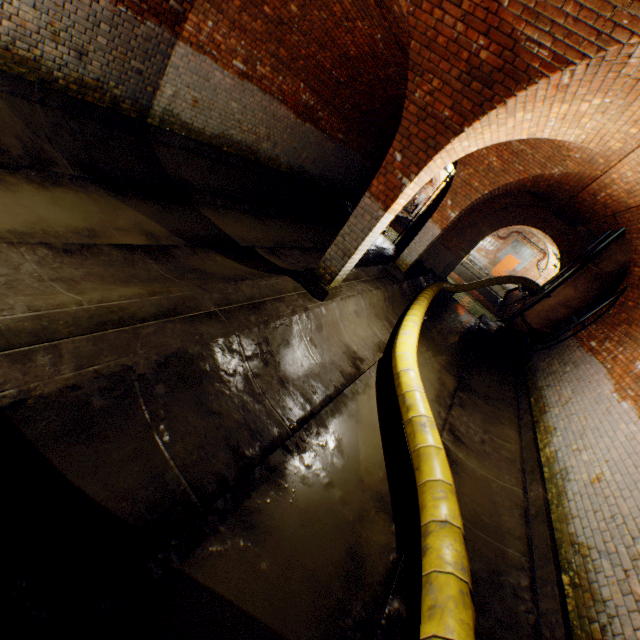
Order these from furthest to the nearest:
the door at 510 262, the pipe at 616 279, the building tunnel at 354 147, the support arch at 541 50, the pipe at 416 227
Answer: the door at 510 262, the pipe at 416 227, the pipe at 616 279, the support arch at 541 50, the building tunnel at 354 147

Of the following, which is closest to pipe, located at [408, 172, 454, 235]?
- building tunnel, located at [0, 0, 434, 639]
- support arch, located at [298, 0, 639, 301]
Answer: building tunnel, located at [0, 0, 434, 639]

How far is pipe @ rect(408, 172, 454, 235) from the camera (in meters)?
16.83

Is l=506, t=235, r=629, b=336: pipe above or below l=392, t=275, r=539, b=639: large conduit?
above

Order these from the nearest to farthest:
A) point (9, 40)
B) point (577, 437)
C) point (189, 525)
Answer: point (189, 525), point (9, 40), point (577, 437)

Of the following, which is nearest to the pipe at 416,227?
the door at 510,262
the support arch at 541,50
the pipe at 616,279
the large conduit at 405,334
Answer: the large conduit at 405,334

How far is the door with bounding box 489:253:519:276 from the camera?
25.2 meters

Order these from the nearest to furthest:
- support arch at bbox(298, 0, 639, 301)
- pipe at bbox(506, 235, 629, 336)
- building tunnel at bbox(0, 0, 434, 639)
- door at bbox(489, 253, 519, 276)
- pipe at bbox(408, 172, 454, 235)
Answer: building tunnel at bbox(0, 0, 434, 639), support arch at bbox(298, 0, 639, 301), pipe at bbox(506, 235, 629, 336), pipe at bbox(408, 172, 454, 235), door at bbox(489, 253, 519, 276)
